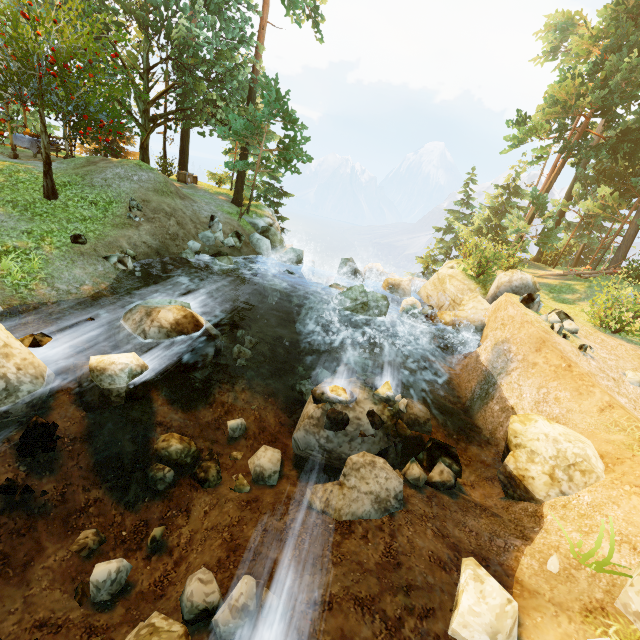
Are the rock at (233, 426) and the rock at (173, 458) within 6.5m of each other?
yes

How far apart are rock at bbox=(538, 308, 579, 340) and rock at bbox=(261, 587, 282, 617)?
11.7 meters

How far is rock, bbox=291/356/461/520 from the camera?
6.3m

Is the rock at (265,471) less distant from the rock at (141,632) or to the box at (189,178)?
the rock at (141,632)

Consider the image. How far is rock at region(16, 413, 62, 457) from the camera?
5.36m

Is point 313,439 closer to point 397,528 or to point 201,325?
point 397,528

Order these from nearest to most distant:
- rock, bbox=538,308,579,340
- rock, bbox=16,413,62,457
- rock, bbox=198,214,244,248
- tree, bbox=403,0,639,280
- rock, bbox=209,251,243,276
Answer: rock, bbox=16,413,62,457
rock, bbox=538,308,579,340
rock, bbox=209,251,243,276
rock, bbox=198,214,244,248
tree, bbox=403,0,639,280

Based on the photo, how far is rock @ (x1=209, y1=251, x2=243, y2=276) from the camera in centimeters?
1502cm
